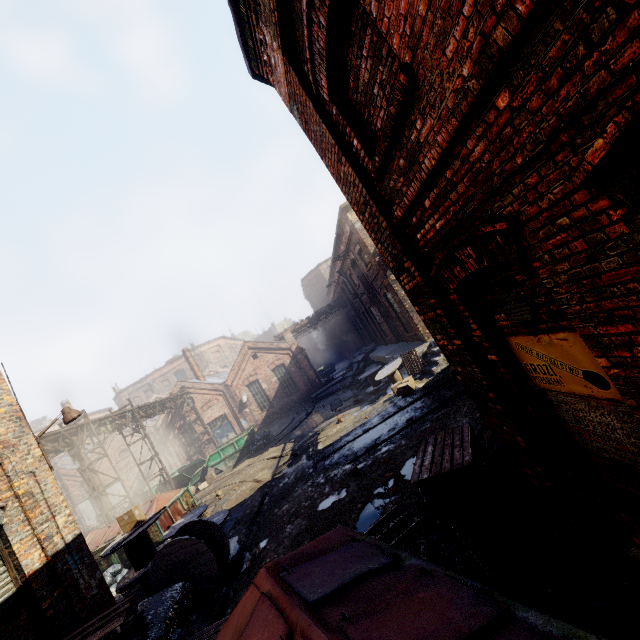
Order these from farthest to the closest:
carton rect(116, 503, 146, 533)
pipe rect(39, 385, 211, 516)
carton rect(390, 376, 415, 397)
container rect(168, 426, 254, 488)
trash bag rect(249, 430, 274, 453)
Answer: container rect(168, 426, 254, 488) < trash bag rect(249, 430, 274, 453) < pipe rect(39, 385, 211, 516) < carton rect(390, 376, 415, 397) < carton rect(116, 503, 146, 533)

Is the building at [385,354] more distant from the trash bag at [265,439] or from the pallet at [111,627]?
the pallet at [111,627]

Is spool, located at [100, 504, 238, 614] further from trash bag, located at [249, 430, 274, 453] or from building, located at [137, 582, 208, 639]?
Result: trash bag, located at [249, 430, 274, 453]

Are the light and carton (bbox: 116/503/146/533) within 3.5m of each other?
yes

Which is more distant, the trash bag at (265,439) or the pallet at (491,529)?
the trash bag at (265,439)

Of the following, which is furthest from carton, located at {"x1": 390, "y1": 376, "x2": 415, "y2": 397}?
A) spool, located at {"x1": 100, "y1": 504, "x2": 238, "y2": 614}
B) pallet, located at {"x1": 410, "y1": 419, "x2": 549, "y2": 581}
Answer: spool, located at {"x1": 100, "y1": 504, "x2": 238, "y2": 614}

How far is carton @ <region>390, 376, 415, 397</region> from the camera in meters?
13.0

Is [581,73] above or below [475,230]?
above
